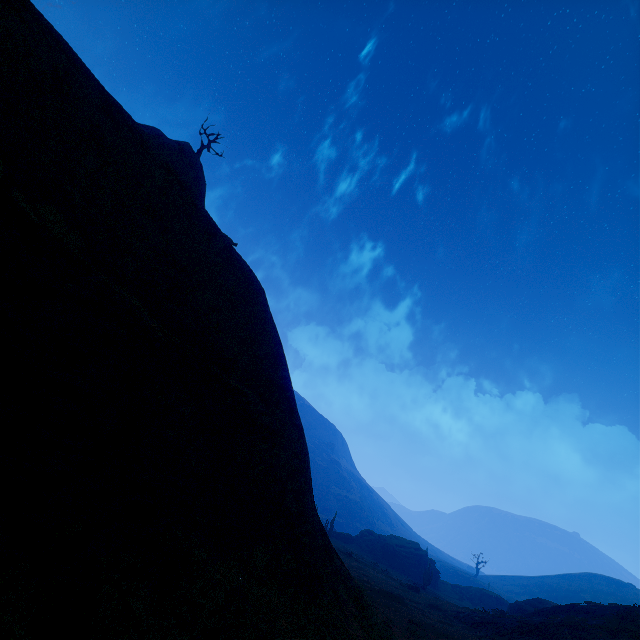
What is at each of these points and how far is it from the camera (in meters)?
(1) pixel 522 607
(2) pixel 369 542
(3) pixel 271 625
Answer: (1) instancedfoliageactor, 33.09
(2) rock, 57.53
(3) z, 5.85

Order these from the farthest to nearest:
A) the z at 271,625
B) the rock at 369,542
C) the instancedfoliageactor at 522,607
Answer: the rock at 369,542
the instancedfoliageactor at 522,607
the z at 271,625

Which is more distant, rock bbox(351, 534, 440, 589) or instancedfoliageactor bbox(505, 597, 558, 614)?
rock bbox(351, 534, 440, 589)

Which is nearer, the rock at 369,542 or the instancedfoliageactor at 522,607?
the instancedfoliageactor at 522,607

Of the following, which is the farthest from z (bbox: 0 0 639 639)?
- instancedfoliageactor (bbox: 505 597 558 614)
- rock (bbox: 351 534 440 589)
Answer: rock (bbox: 351 534 440 589)

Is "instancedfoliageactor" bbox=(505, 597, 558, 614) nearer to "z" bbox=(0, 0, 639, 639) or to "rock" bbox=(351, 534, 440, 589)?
"z" bbox=(0, 0, 639, 639)

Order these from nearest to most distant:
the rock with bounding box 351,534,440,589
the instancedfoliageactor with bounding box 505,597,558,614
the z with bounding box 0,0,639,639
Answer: the z with bounding box 0,0,639,639 → the instancedfoliageactor with bounding box 505,597,558,614 → the rock with bounding box 351,534,440,589
